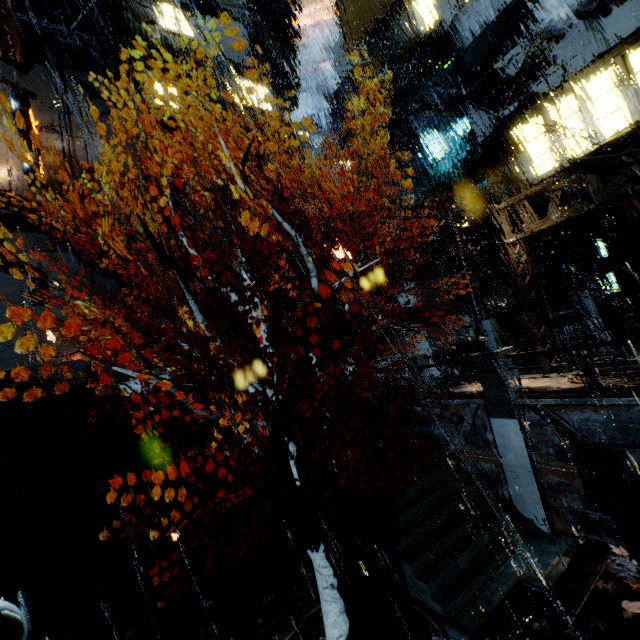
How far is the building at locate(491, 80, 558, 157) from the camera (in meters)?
15.82

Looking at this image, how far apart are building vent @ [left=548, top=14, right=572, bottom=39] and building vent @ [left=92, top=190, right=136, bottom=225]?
28.5 meters

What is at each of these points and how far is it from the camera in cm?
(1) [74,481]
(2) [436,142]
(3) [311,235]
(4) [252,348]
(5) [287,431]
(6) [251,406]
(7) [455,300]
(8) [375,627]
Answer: (1) stairs, 1312
(2) sign, 2234
(3) pipe, 3241
(4) stairs, 1981
(5) tree, 721
(6) stairs, 2027
(7) building, 2344
(8) leaves, 815

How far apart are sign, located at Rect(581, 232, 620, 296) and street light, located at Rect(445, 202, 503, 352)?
7.66m

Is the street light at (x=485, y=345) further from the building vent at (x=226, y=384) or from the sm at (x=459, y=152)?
the building vent at (x=226, y=384)

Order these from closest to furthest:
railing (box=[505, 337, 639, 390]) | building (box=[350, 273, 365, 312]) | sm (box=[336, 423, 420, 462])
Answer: railing (box=[505, 337, 639, 390])
sm (box=[336, 423, 420, 462])
building (box=[350, 273, 365, 312])

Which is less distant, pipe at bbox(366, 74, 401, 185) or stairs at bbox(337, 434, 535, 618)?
stairs at bbox(337, 434, 535, 618)

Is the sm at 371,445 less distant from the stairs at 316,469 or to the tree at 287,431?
the stairs at 316,469
